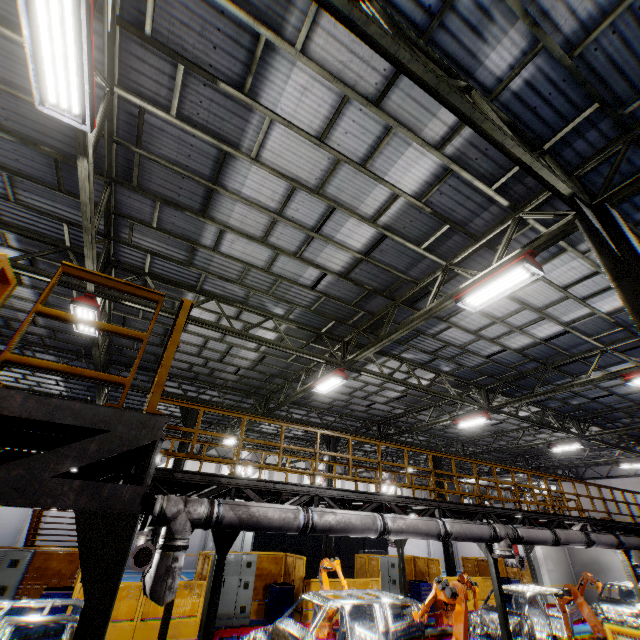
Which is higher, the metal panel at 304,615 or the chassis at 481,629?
the chassis at 481,629

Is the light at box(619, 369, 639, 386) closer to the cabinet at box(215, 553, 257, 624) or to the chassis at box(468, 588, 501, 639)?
the chassis at box(468, 588, 501, 639)

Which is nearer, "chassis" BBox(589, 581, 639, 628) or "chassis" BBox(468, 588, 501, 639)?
"chassis" BBox(468, 588, 501, 639)

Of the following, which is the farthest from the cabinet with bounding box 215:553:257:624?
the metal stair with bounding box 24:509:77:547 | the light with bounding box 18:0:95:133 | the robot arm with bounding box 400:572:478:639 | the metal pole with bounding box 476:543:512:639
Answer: the light with bounding box 18:0:95:133

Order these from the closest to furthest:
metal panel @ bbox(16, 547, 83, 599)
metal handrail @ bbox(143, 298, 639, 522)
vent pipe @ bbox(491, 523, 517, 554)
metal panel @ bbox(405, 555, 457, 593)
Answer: metal handrail @ bbox(143, 298, 639, 522) < vent pipe @ bbox(491, 523, 517, 554) < metal panel @ bbox(16, 547, 83, 599) < metal panel @ bbox(405, 555, 457, 593)

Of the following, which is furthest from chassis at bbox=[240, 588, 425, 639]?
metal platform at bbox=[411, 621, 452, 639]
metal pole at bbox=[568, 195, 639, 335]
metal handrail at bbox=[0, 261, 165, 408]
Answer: metal pole at bbox=[568, 195, 639, 335]

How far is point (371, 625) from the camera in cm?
915

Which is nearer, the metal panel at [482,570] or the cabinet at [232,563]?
the cabinet at [232,563]
